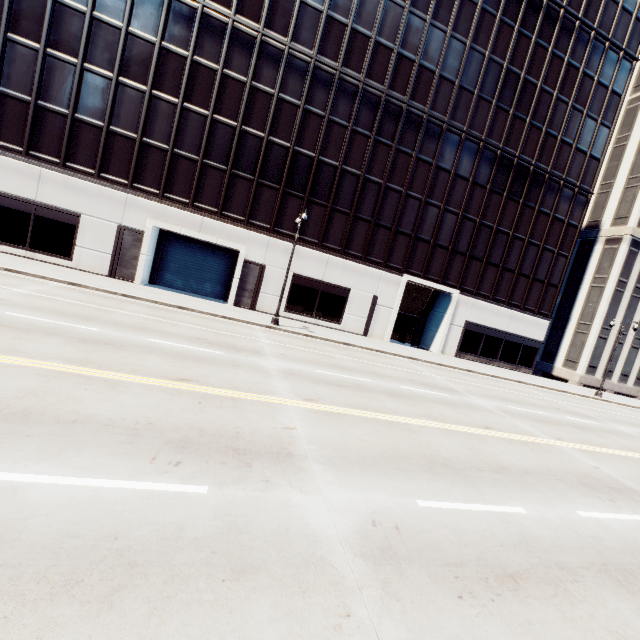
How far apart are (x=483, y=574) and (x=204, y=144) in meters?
26.4
